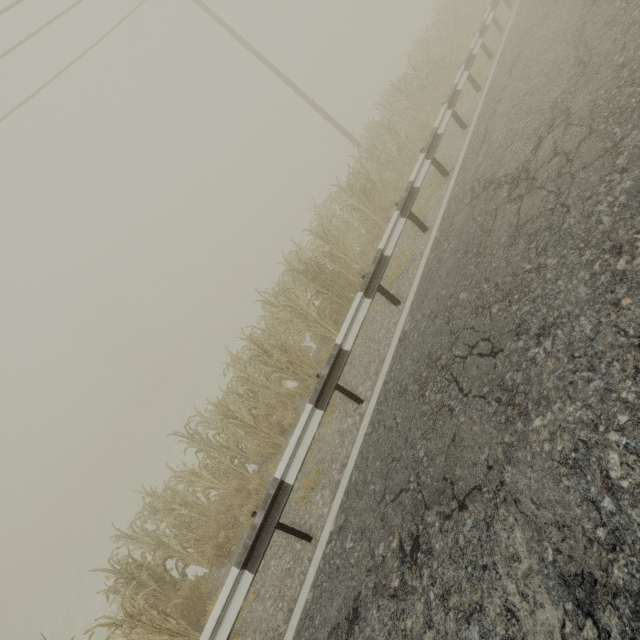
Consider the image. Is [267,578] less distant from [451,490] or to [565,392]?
[451,490]

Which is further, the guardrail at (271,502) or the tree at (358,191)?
the tree at (358,191)

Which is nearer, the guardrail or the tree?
the guardrail
